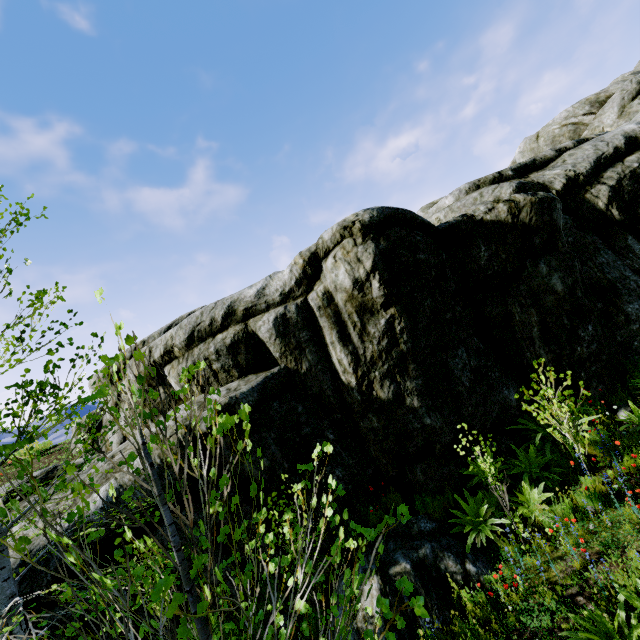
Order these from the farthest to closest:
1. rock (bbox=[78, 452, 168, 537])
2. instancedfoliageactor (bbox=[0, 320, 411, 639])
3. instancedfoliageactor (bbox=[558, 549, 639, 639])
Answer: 1. rock (bbox=[78, 452, 168, 537])
2. instancedfoliageactor (bbox=[558, 549, 639, 639])
3. instancedfoliageactor (bbox=[0, 320, 411, 639])

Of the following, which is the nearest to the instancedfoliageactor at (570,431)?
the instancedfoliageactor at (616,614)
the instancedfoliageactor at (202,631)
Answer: the instancedfoliageactor at (202,631)

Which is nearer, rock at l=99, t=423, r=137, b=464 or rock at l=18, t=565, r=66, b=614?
rock at l=18, t=565, r=66, b=614

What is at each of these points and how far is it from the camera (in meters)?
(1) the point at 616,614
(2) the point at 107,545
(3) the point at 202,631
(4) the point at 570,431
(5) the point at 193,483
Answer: (1) instancedfoliageactor, 3.99
(2) rock, 6.36
(3) instancedfoliageactor, 1.29
(4) instancedfoliageactor, 6.81
(5) rock, 7.07

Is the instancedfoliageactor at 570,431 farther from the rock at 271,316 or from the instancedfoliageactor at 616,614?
the instancedfoliageactor at 616,614

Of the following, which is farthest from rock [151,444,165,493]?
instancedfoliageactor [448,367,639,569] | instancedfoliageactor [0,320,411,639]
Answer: instancedfoliageactor [448,367,639,569]

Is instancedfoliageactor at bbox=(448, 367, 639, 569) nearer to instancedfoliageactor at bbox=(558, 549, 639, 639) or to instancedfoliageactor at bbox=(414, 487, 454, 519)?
instancedfoliageactor at bbox=(414, 487, 454, 519)
